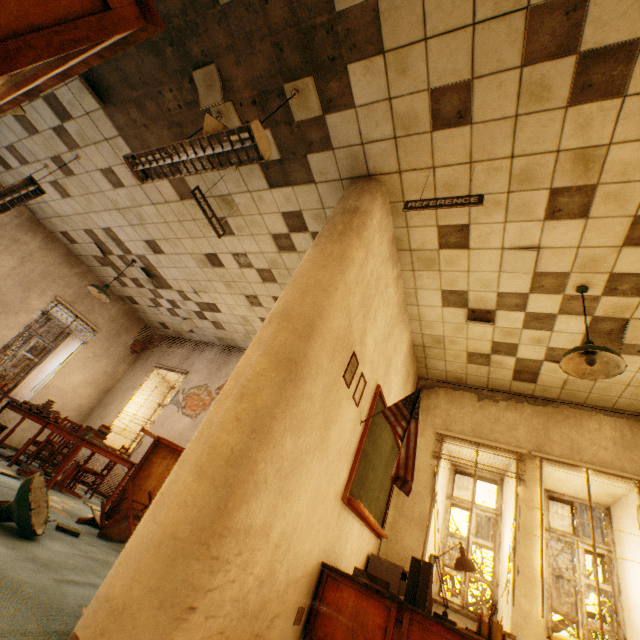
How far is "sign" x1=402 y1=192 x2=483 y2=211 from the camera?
2.64m

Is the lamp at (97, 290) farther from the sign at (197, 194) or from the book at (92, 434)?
the sign at (197, 194)

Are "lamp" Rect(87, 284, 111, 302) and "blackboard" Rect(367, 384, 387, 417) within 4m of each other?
no

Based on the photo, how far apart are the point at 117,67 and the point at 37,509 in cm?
456

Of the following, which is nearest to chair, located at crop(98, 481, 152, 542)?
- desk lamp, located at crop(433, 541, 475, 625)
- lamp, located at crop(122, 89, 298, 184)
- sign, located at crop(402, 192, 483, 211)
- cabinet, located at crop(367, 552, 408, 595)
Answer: cabinet, located at crop(367, 552, 408, 595)

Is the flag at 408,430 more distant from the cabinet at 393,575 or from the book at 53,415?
the book at 53,415

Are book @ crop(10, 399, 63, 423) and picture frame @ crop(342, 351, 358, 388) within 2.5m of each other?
no

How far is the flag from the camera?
2.9m
